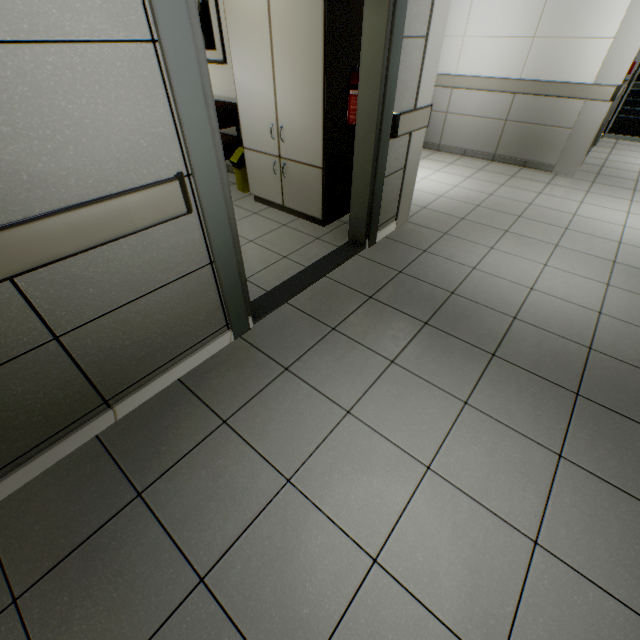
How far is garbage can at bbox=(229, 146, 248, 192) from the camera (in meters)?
4.11

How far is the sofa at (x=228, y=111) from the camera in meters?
4.0

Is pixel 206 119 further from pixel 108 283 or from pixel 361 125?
pixel 361 125

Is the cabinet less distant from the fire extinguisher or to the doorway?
the fire extinguisher

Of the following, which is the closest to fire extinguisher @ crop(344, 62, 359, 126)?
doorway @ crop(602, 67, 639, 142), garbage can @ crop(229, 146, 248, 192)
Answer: garbage can @ crop(229, 146, 248, 192)

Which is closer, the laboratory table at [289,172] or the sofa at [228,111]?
the laboratory table at [289,172]

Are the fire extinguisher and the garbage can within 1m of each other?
no

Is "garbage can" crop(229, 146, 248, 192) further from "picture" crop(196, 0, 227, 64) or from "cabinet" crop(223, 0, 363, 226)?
"picture" crop(196, 0, 227, 64)
